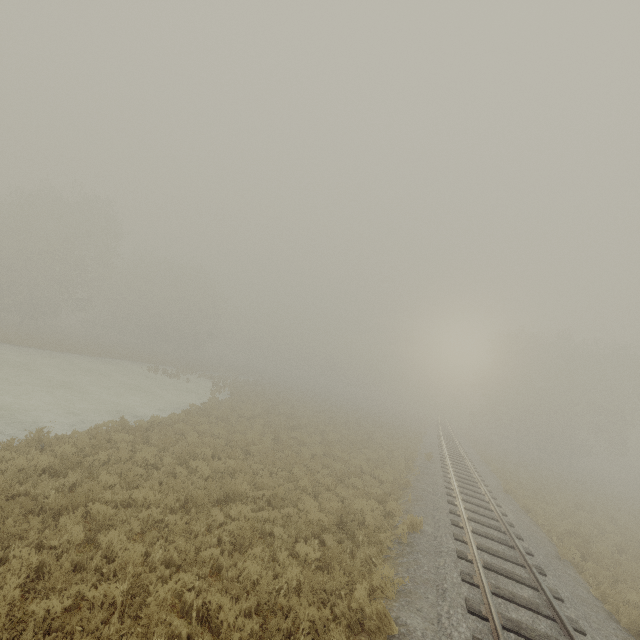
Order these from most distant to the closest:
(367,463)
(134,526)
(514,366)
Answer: (514,366), (367,463), (134,526)
